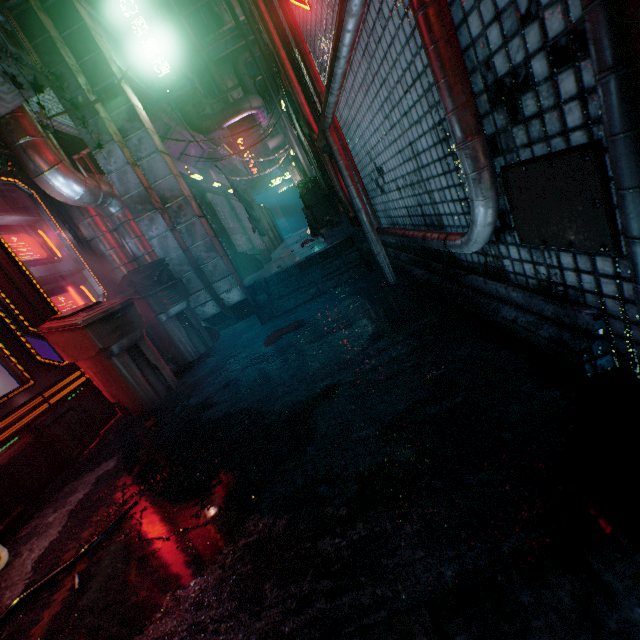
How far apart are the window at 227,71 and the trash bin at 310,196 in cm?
1454

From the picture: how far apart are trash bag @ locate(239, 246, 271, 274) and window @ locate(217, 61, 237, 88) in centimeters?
1515cm

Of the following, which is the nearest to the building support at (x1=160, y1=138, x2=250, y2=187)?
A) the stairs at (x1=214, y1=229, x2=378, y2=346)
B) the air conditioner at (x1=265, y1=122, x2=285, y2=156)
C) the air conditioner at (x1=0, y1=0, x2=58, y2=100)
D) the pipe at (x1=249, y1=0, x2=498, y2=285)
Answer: the air conditioner at (x1=265, y1=122, x2=285, y2=156)

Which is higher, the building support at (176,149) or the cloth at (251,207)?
the building support at (176,149)

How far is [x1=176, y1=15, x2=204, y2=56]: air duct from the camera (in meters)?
8.94

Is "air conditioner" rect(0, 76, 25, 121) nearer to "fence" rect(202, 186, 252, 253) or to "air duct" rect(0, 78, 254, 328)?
"air duct" rect(0, 78, 254, 328)

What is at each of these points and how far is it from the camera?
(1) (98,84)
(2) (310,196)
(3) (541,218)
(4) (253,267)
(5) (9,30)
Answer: (1) air duct, 3.47m
(2) trash bin, 6.56m
(3) building, 1.00m
(4) trash bag, 5.98m
(5) air conditioner, 2.40m

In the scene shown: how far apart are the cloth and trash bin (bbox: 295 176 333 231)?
0.9m
